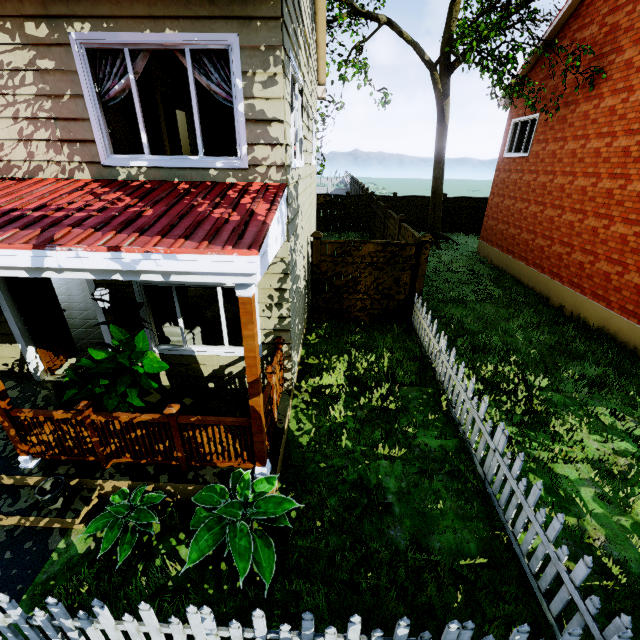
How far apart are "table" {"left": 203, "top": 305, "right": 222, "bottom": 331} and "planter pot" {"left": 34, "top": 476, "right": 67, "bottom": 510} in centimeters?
422cm

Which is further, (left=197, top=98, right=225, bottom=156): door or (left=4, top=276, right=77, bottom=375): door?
(left=197, top=98, right=225, bottom=156): door

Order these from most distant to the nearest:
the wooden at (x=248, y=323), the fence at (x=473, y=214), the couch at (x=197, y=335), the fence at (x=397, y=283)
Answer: the fence at (x=473, y=214)
the fence at (x=397, y=283)
the couch at (x=197, y=335)
the wooden at (x=248, y=323)

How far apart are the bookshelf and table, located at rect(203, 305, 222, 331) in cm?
361

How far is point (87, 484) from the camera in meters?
4.3

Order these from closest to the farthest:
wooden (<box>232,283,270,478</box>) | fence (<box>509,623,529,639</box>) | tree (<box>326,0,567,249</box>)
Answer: fence (<box>509,623,529,639</box>), wooden (<box>232,283,270,478</box>), tree (<box>326,0,567,249</box>)

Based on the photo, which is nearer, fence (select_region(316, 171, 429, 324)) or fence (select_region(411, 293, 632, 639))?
fence (select_region(411, 293, 632, 639))

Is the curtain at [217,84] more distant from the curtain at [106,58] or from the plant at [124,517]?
the plant at [124,517]
